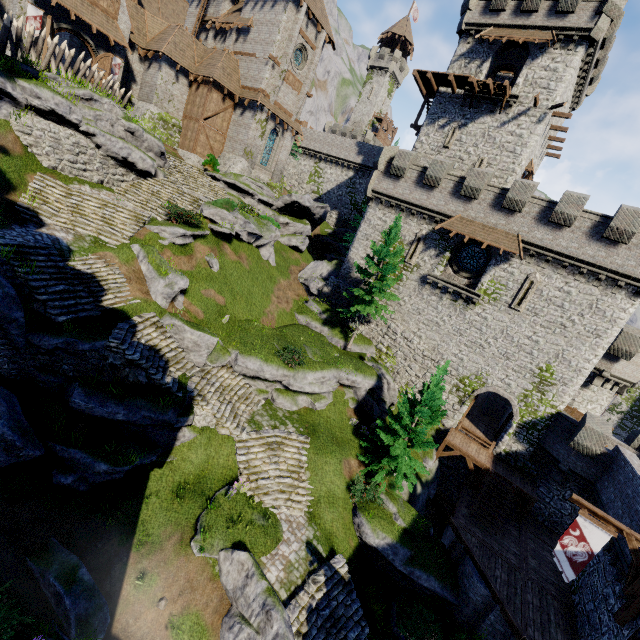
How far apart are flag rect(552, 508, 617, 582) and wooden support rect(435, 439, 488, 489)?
8.5 meters

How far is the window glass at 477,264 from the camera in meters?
24.2

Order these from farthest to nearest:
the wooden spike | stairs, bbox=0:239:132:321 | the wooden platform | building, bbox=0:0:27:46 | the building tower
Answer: the wooden platform, building, bbox=0:0:27:46, the building tower, the wooden spike, stairs, bbox=0:239:132:321

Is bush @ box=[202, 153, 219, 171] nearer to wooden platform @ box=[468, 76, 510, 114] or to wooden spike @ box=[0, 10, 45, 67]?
wooden spike @ box=[0, 10, 45, 67]

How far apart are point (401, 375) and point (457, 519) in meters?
10.5 m

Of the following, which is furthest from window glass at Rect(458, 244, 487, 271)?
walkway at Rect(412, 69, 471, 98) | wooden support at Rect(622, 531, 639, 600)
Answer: wooden support at Rect(622, 531, 639, 600)

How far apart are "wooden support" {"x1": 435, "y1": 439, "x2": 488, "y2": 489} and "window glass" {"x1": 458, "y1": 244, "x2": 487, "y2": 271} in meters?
12.5

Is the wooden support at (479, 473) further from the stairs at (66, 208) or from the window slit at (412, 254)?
the stairs at (66, 208)
